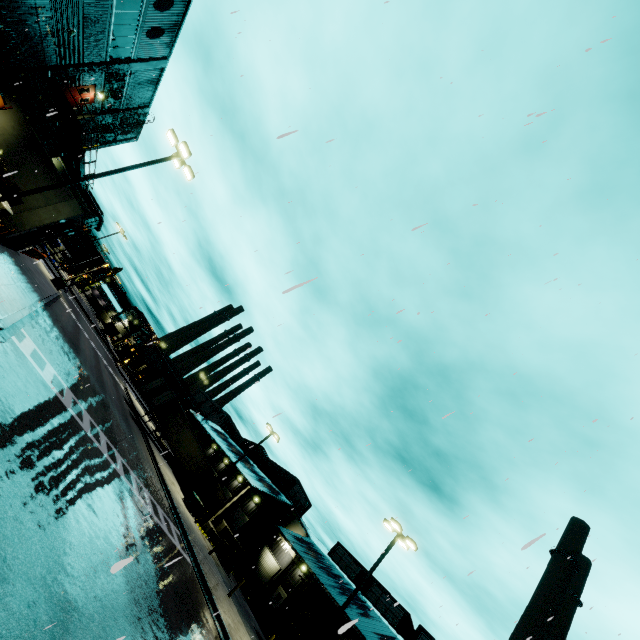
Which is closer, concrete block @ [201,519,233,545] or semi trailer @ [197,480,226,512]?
concrete block @ [201,519,233,545]

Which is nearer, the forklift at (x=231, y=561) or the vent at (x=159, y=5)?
the vent at (x=159, y=5)

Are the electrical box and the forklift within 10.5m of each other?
yes

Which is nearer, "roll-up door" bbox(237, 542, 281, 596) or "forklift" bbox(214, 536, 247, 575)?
"forklift" bbox(214, 536, 247, 575)

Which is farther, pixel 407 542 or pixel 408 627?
pixel 408 627

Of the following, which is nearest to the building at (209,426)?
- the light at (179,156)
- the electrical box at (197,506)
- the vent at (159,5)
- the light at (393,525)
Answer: the vent at (159,5)

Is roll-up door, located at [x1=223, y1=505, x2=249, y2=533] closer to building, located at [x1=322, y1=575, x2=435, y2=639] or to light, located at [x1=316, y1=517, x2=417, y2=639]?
building, located at [x1=322, y1=575, x2=435, y2=639]

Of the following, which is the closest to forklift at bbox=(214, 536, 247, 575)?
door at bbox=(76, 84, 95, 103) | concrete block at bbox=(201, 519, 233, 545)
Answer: concrete block at bbox=(201, 519, 233, 545)
